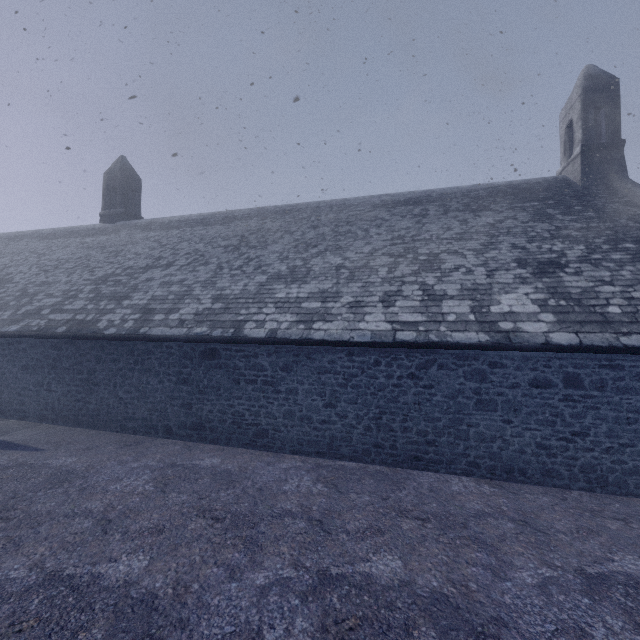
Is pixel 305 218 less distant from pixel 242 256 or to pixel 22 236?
pixel 242 256
